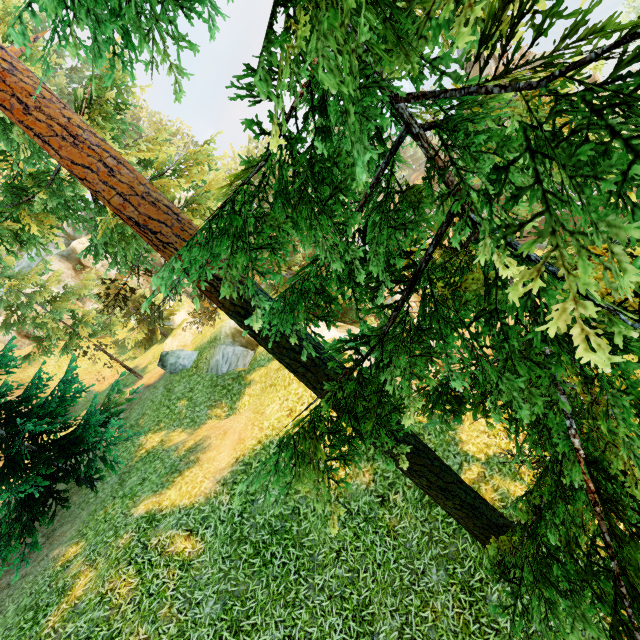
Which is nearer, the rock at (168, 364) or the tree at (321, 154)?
the tree at (321, 154)

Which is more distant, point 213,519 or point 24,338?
point 24,338

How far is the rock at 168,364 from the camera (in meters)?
17.09

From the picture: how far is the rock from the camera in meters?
17.1 m

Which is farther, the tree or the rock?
the rock
